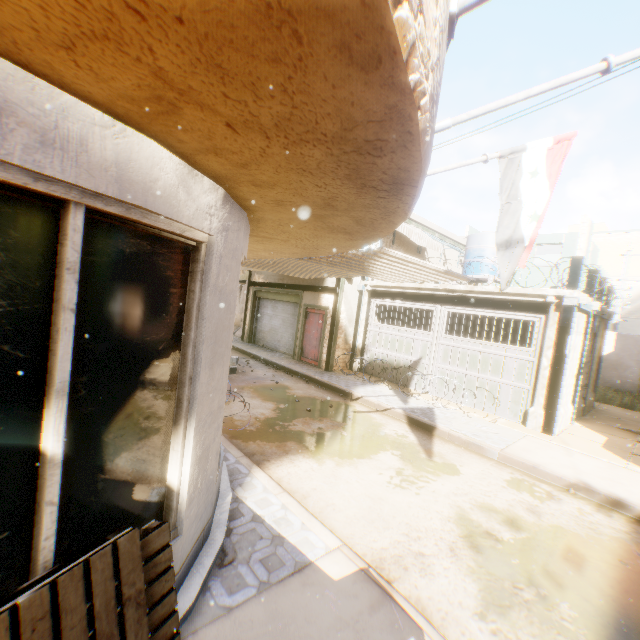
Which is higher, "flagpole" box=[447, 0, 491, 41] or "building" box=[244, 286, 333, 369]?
"flagpole" box=[447, 0, 491, 41]

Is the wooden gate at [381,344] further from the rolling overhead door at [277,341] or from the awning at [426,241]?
the rolling overhead door at [277,341]

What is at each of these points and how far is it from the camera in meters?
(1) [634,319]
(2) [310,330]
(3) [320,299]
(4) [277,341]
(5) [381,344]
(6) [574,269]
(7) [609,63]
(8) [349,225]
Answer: (1) building, 27.3 m
(2) door, 13.6 m
(3) building, 13.1 m
(4) rolling overhead door, 15.7 m
(5) wooden gate, 12.4 m
(6) wooden beam, 7.9 m
(7) flagpole, 2.4 m
(8) building, 3.1 m

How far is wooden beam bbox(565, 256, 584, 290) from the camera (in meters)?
7.86

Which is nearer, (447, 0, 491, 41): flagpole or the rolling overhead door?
(447, 0, 491, 41): flagpole

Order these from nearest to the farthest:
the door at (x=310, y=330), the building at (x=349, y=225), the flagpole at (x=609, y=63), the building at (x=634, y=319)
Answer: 1. the building at (x=349, y=225)
2. the flagpole at (x=609, y=63)
3. the door at (x=310, y=330)
4. the building at (x=634, y=319)

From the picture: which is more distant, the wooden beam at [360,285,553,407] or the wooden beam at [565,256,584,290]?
the wooden beam at [360,285,553,407]

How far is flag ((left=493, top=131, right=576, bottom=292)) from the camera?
4.17m
